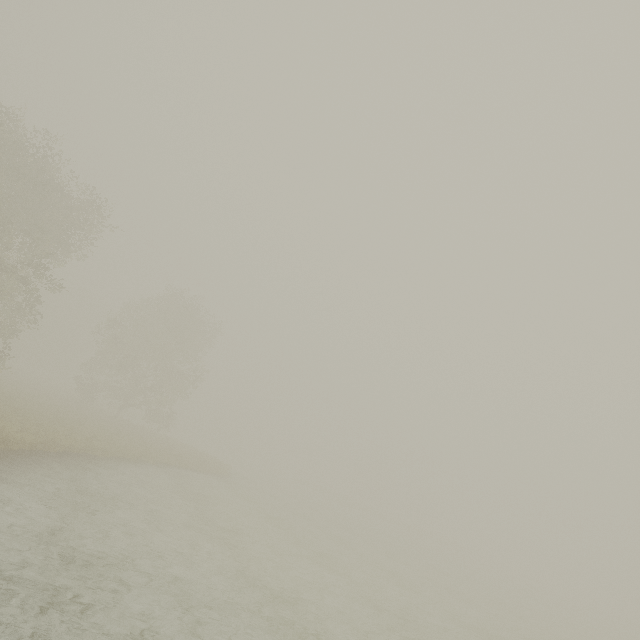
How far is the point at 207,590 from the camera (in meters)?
8.10
